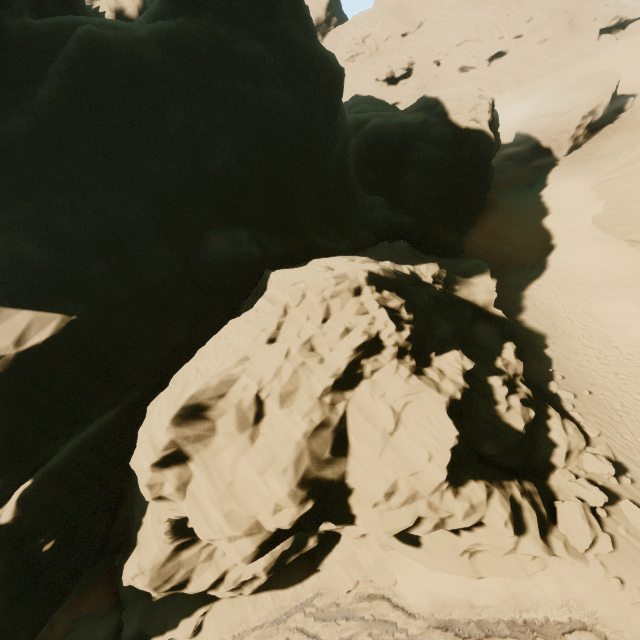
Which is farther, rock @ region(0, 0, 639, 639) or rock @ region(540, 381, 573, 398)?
rock @ region(540, 381, 573, 398)

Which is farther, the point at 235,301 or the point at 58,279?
the point at 235,301

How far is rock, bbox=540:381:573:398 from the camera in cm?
1707

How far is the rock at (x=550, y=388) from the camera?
17.1 meters

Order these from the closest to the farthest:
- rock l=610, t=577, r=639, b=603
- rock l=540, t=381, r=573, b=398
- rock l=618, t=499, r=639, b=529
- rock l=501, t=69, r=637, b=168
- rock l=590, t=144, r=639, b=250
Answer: rock l=610, t=577, r=639, b=603, rock l=618, t=499, r=639, b=529, rock l=540, t=381, r=573, b=398, rock l=590, t=144, r=639, b=250, rock l=501, t=69, r=637, b=168

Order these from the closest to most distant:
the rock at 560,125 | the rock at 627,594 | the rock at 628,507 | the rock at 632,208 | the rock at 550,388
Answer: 1. the rock at 627,594
2. the rock at 628,507
3. the rock at 550,388
4. the rock at 632,208
5. the rock at 560,125
